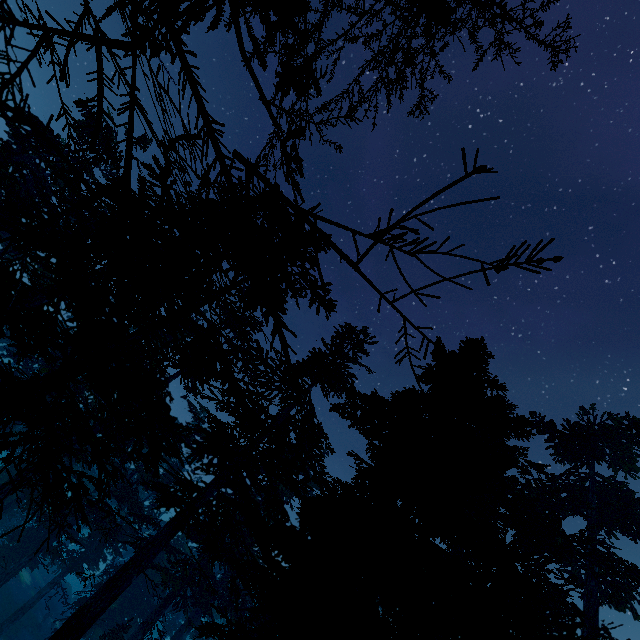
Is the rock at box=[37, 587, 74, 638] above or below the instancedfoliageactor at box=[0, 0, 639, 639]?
below

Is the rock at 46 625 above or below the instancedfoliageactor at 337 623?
below

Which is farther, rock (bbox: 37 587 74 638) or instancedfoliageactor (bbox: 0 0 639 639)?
rock (bbox: 37 587 74 638)

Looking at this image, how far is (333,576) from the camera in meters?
4.1

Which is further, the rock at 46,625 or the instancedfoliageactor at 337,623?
the rock at 46,625
